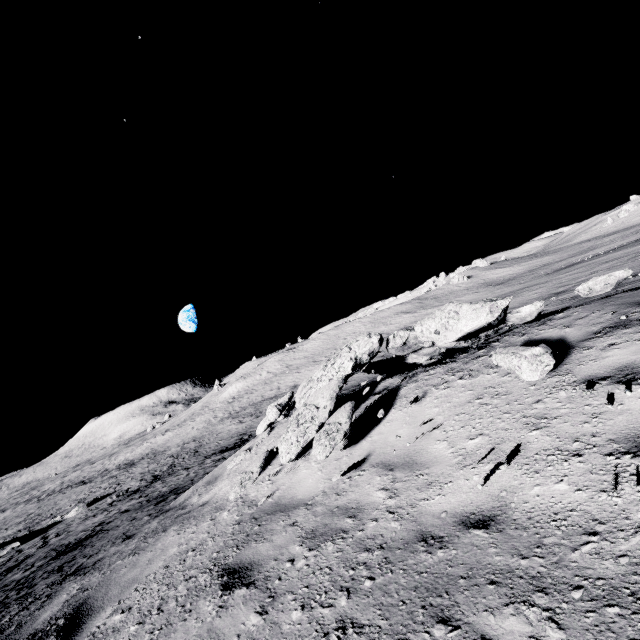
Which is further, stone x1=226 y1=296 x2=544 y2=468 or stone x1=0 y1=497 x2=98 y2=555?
stone x1=0 y1=497 x2=98 y2=555

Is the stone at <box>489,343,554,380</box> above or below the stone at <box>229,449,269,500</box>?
above

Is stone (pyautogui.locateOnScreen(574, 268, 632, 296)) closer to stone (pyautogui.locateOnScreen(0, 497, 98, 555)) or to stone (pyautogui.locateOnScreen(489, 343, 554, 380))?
stone (pyautogui.locateOnScreen(489, 343, 554, 380))

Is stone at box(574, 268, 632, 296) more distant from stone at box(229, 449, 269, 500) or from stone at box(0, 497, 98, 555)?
stone at box(0, 497, 98, 555)

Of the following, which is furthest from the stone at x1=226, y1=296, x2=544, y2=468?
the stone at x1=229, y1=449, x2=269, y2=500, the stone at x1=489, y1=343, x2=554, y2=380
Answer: the stone at x1=489, y1=343, x2=554, y2=380

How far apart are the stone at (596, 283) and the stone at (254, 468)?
6.02m

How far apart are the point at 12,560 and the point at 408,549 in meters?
24.7

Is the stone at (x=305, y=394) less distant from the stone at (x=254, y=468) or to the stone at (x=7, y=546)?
the stone at (x=254, y=468)
